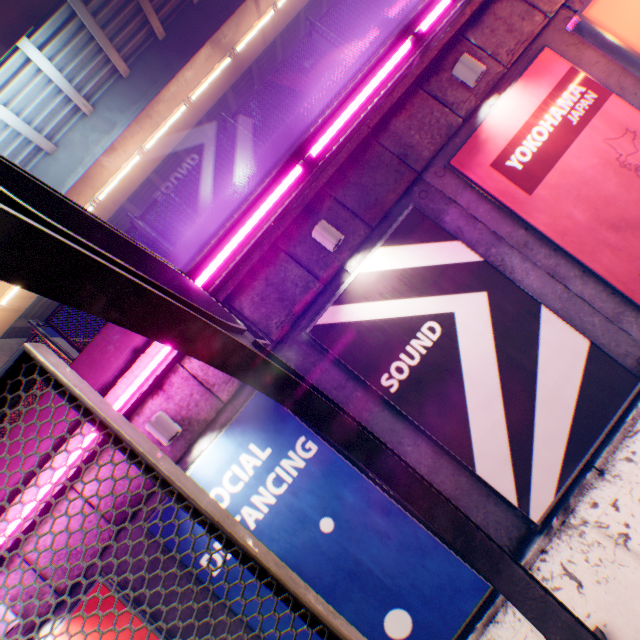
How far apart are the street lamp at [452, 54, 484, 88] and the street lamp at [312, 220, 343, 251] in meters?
3.2

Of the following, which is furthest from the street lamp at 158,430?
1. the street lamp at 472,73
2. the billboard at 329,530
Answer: the street lamp at 472,73

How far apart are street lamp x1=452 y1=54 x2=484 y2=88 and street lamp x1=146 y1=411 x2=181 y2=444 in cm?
695

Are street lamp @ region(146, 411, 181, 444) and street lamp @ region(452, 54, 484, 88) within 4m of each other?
no

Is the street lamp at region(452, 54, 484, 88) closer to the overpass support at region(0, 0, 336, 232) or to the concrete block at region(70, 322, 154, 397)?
the concrete block at region(70, 322, 154, 397)

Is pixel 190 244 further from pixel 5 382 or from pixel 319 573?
pixel 319 573

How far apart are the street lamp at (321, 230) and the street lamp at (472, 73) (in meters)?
3.24

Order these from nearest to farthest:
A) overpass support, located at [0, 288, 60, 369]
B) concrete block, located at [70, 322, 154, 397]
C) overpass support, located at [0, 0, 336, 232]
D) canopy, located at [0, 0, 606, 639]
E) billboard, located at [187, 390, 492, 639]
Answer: canopy, located at [0, 0, 606, 639], billboard, located at [187, 390, 492, 639], concrete block, located at [70, 322, 154, 397], overpass support, located at [0, 0, 336, 232], overpass support, located at [0, 288, 60, 369]
